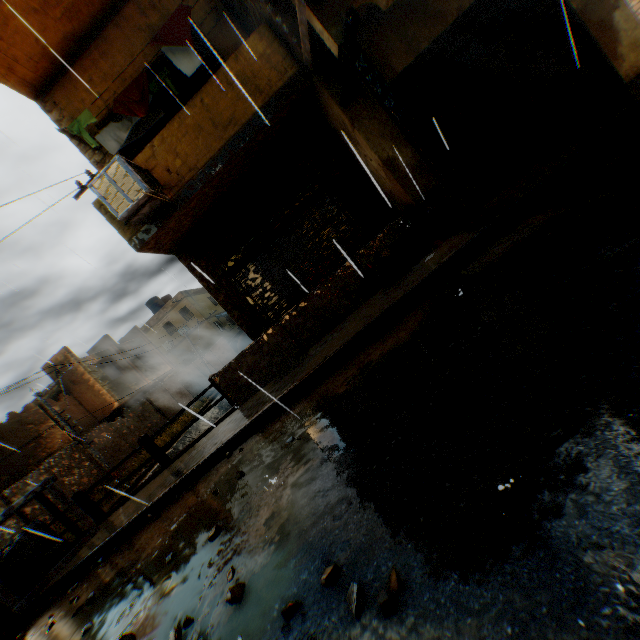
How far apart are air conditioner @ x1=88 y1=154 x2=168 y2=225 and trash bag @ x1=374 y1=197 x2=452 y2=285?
3.8 meters

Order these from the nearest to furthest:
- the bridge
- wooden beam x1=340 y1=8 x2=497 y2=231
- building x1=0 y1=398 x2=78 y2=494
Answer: wooden beam x1=340 y1=8 x2=497 y2=231, the bridge, building x1=0 y1=398 x2=78 y2=494

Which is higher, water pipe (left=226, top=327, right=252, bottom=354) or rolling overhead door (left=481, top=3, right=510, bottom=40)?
rolling overhead door (left=481, top=3, right=510, bottom=40)

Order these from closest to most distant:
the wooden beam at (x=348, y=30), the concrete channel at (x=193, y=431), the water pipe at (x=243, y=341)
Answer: the wooden beam at (x=348, y=30) → the concrete channel at (x=193, y=431) → the water pipe at (x=243, y=341)

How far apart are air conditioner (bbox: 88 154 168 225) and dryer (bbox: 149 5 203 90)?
1.4m

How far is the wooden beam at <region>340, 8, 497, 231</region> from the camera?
4.4m

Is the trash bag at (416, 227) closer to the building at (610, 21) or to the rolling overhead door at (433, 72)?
the building at (610, 21)

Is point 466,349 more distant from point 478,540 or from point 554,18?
point 554,18
